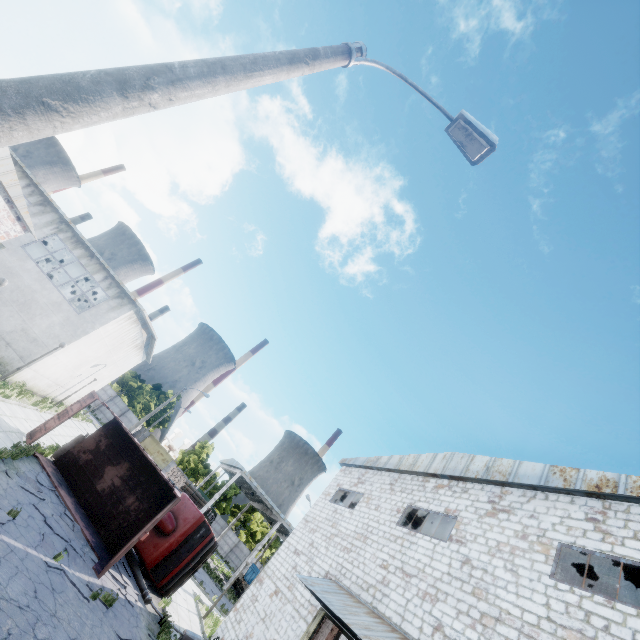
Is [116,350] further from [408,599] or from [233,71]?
[233,71]

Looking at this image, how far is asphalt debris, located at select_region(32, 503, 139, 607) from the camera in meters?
10.1 m

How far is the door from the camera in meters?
54.1

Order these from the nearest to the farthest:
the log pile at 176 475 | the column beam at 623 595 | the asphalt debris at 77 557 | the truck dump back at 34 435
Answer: the asphalt debris at 77 557 → the column beam at 623 595 → the truck dump back at 34 435 → the log pile at 176 475

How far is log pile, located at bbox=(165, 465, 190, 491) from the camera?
33.6m

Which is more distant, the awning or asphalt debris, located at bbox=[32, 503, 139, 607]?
asphalt debris, located at bbox=[32, 503, 139, 607]

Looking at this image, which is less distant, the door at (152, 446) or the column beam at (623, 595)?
the column beam at (623, 595)

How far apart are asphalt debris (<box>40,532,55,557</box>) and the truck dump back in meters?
5.4
